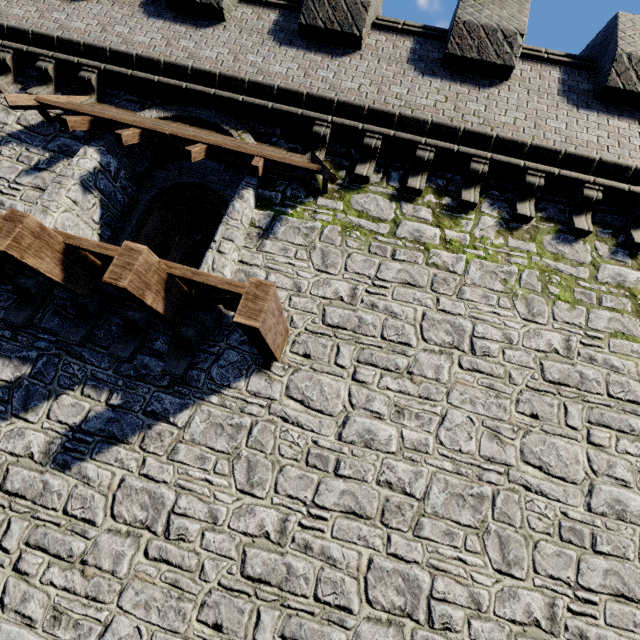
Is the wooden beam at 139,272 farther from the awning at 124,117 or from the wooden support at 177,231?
the wooden support at 177,231

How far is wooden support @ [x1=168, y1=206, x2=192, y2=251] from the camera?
12.6 meters

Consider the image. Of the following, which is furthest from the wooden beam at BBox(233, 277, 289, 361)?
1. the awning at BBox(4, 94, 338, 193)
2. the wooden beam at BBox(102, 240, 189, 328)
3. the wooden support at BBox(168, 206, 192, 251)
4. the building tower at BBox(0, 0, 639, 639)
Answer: the wooden support at BBox(168, 206, 192, 251)

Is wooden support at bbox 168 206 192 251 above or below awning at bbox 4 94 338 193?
above

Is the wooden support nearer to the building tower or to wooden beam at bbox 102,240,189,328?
the building tower

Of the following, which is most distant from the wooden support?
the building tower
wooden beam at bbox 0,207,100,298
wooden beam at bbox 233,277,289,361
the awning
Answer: wooden beam at bbox 233,277,289,361

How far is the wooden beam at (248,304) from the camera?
3.3 meters

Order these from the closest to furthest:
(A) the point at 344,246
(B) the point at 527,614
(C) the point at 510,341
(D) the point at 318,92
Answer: (B) the point at 527,614, (C) the point at 510,341, (A) the point at 344,246, (D) the point at 318,92
